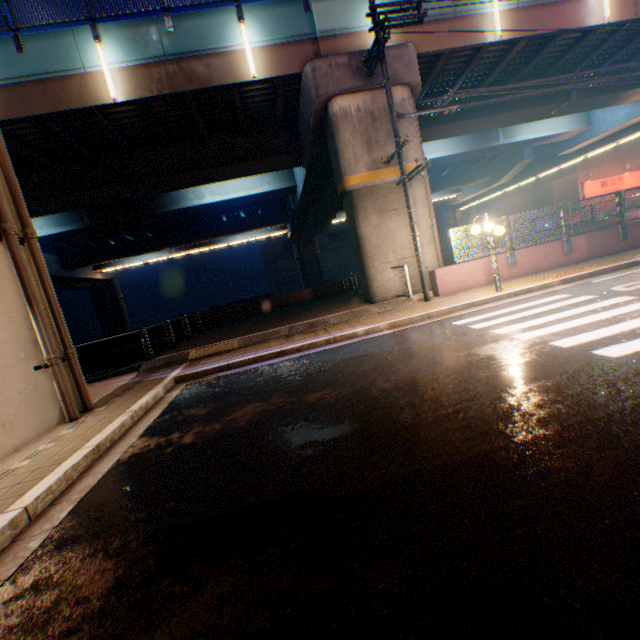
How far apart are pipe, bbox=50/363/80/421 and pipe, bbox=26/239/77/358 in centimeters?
27cm

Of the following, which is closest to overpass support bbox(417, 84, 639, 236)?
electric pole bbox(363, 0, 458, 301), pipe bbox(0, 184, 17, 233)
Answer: electric pole bbox(363, 0, 458, 301)

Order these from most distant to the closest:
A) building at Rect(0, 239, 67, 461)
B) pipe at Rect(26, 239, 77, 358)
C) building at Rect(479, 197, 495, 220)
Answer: building at Rect(479, 197, 495, 220) < pipe at Rect(26, 239, 77, 358) < building at Rect(0, 239, 67, 461)

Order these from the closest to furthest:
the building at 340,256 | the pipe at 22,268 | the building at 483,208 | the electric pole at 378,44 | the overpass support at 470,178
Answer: the pipe at 22,268 < the electric pole at 378,44 < the overpass support at 470,178 < the building at 340,256 < the building at 483,208

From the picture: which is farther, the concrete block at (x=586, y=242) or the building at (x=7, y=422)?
the concrete block at (x=586, y=242)

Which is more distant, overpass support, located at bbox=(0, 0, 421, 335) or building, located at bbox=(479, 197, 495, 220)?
building, located at bbox=(479, 197, 495, 220)

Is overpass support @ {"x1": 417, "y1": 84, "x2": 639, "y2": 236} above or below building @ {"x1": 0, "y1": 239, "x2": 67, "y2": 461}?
above

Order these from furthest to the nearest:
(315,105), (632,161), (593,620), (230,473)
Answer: (632,161)
(315,105)
(230,473)
(593,620)
